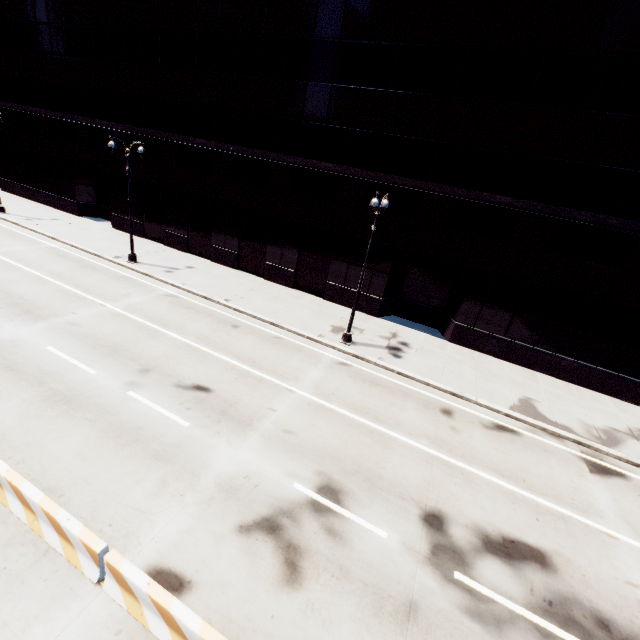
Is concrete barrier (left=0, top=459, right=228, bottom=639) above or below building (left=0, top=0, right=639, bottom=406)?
below

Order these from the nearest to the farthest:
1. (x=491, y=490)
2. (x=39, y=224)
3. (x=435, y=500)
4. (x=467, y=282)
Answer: (x=435, y=500)
(x=491, y=490)
(x=467, y=282)
(x=39, y=224)

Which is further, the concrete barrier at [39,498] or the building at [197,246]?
the building at [197,246]

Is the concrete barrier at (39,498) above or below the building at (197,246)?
below

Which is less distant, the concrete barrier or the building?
the concrete barrier
